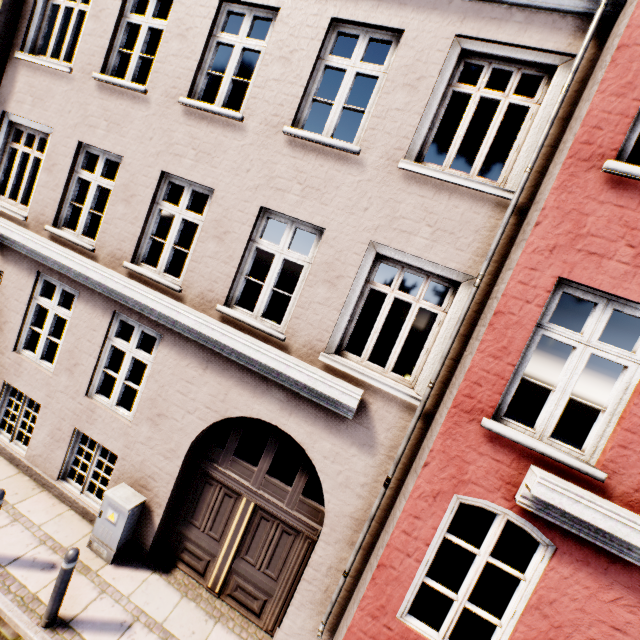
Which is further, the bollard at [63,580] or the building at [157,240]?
the bollard at [63,580]

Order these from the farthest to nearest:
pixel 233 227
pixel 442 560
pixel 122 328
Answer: pixel 122 328
pixel 442 560
pixel 233 227

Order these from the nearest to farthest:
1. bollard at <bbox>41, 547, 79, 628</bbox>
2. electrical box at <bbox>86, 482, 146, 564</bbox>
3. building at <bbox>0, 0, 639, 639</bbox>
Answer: building at <bbox>0, 0, 639, 639</bbox> → bollard at <bbox>41, 547, 79, 628</bbox> → electrical box at <bbox>86, 482, 146, 564</bbox>

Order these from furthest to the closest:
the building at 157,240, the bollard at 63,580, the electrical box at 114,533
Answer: the electrical box at 114,533
the bollard at 63,580
the building at 157,240

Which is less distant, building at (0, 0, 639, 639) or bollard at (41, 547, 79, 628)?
building at (0, 0, 639, 639)

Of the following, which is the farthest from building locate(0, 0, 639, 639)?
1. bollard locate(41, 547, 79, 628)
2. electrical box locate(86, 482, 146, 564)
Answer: bollard locate(41, 547, 79, 628)

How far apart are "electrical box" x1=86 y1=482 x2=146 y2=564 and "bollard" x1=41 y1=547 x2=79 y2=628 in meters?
0.9 m
